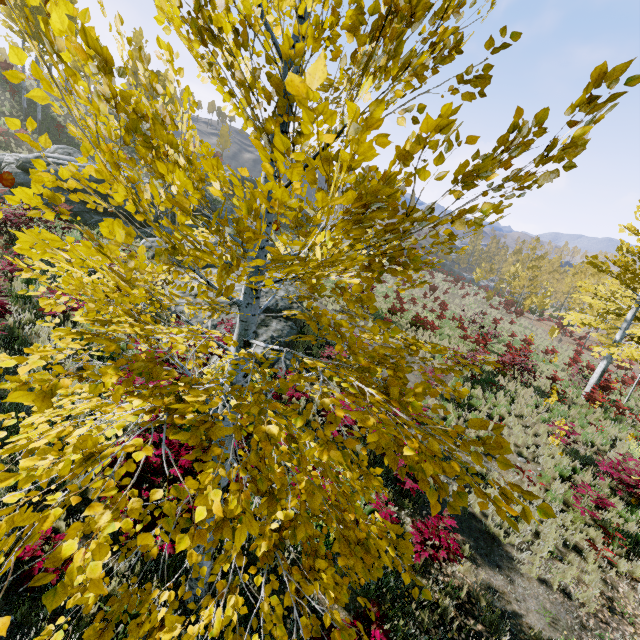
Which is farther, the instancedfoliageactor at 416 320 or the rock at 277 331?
the instancedfoliageactor at 416 320

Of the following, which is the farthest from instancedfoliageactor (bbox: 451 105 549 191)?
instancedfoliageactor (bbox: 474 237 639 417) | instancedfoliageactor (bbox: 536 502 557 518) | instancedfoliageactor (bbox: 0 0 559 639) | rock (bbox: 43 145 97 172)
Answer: rock (bbox: 43 145 97 172)

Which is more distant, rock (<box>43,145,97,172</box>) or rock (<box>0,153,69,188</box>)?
rock (<box>43,145,97,172</box>)

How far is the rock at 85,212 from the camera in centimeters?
1518cm

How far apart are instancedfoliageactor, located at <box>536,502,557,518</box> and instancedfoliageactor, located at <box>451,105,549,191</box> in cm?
111

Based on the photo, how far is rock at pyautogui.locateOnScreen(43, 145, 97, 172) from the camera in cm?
1638

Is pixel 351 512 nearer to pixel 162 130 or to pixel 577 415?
pixel 162 130

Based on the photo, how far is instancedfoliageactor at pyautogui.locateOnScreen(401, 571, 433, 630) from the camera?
2.0 meters
